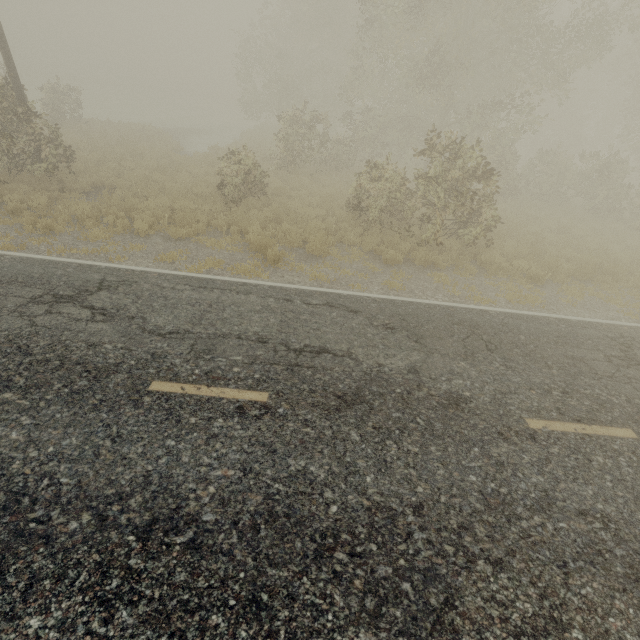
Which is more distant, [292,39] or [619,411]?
[292,39]
